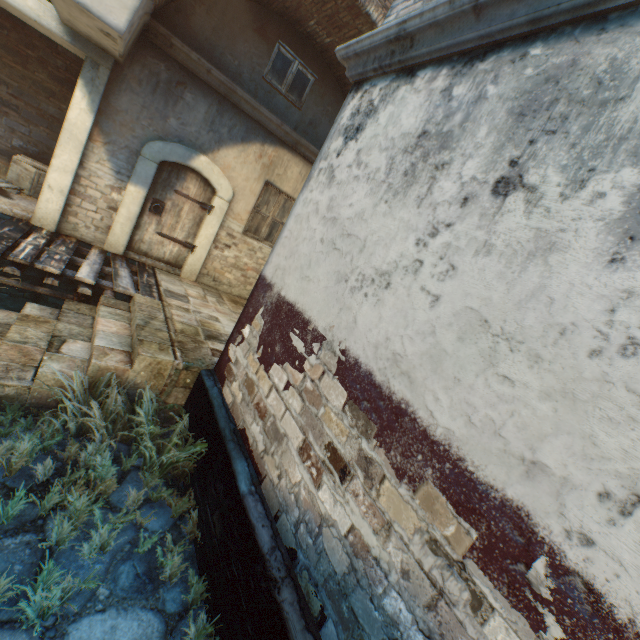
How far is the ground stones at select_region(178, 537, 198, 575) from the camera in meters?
2.8 m

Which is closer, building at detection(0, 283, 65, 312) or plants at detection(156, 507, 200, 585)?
plants at detection(156, 507, 200, 585)

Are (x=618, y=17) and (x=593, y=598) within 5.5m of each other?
yes

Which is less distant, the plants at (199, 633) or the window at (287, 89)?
the plants at (199, 633)

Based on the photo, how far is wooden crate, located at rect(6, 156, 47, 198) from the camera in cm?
657

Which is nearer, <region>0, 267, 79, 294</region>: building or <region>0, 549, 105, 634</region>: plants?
<region>0, 549, 105, 634</region>: plants

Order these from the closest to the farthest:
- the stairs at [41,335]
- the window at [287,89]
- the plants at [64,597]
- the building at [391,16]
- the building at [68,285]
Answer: the building at [391,16] → the plants at [64,597] → the stairs at [41,335] → the building at [68,285] → the window at [287,89]
